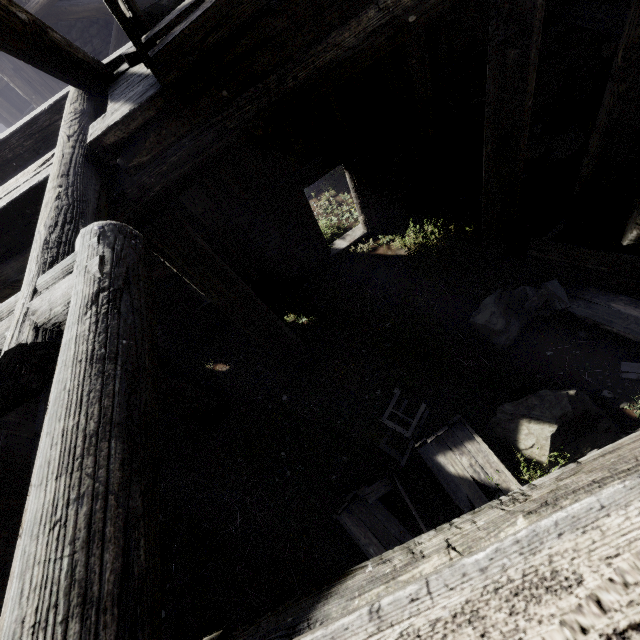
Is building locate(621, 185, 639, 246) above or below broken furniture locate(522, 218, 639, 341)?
above

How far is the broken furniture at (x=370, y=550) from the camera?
5.05m

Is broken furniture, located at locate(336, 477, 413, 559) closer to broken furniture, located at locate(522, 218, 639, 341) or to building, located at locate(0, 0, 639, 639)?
building, located at locate(0, 0, 639, 639)

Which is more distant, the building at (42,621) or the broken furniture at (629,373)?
the broken furniture at (629,373)

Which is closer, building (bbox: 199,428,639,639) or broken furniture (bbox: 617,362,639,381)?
building (bbox: 199,428,639,639)

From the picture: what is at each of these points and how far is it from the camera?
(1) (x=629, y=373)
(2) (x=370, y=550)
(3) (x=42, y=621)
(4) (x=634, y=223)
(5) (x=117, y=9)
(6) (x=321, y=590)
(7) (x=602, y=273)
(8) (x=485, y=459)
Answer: (1) broken furniture, 5.07m
(2) broken furniture, 4.99m
(3) building, 0.82m
(4) building, 0.70m
(5) broken furniture, 2.20m
(6) building, 1.08m
(7) broken furniture, 5.79m
(8) broken furniture, 5.00m

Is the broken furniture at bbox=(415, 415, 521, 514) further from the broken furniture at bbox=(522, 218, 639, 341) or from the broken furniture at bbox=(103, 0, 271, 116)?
the broken furniture at bbox=(103, 0, 271, 116)
